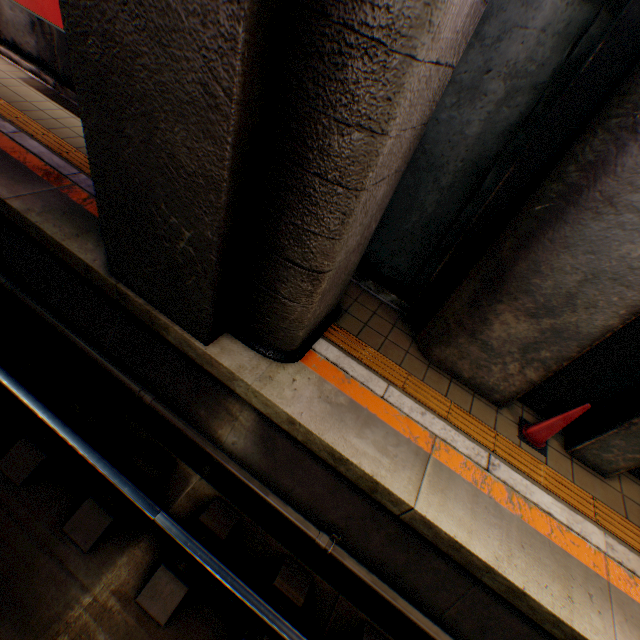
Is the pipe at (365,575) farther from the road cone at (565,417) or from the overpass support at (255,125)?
the road cone at (565,417)

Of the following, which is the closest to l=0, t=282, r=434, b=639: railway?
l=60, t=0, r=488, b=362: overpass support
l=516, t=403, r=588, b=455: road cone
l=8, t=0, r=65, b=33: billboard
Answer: l=60, t=0, r=488, b=362: overpass support

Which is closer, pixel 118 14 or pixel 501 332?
pixel 118 14

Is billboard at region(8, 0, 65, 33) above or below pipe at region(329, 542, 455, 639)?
above

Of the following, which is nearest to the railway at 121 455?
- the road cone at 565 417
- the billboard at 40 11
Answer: the road cone at 565 417

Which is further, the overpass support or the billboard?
the billboard

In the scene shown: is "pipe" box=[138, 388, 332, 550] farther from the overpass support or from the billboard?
the billboard

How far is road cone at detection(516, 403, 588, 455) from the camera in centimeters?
369cm
